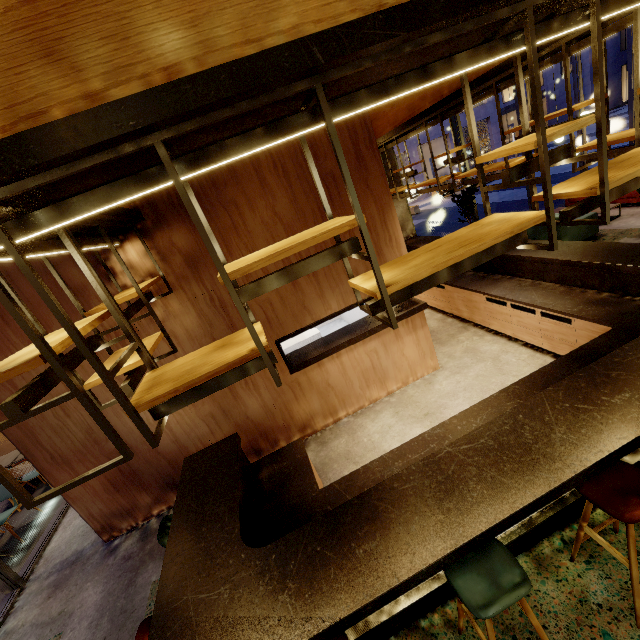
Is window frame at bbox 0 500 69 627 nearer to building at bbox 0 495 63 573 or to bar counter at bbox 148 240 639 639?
building at bbox 0 495 63 573

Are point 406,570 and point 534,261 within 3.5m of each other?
no

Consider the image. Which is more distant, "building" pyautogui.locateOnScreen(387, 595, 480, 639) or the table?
the table

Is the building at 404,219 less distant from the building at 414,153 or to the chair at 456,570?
the chair at 456,570

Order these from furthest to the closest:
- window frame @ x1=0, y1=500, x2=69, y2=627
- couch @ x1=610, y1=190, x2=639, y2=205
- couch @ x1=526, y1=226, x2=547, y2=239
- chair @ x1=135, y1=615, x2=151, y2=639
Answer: couch @ x1=610, y1=190, x2=639, y2=205, couch @ x1=526, y1=226, x2=547, y2=239, window frame @ x1=0, y1=500, x2=69, y2=627, chair @ x1=135, y1=615, x2=151, y2=639

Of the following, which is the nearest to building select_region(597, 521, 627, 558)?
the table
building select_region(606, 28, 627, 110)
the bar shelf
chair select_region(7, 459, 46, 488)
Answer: the bar shelf

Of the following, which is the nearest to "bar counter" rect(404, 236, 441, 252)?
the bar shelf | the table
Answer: the bar shelf

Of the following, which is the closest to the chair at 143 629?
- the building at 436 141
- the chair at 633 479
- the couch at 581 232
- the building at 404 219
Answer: the building at 404 219
